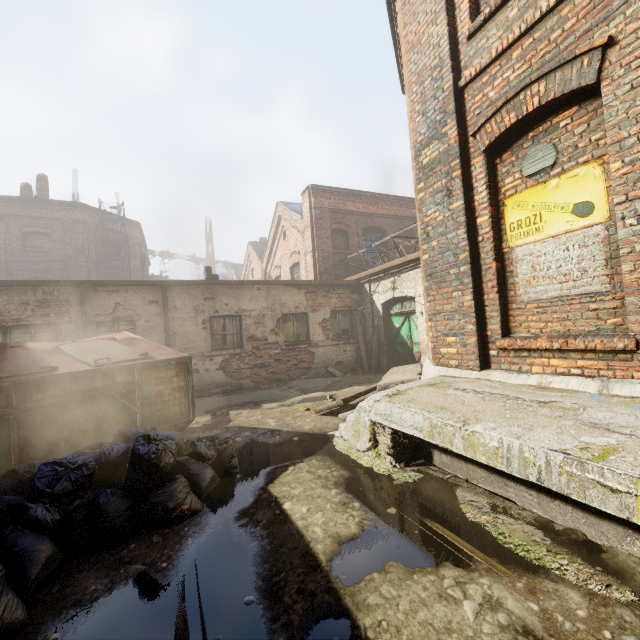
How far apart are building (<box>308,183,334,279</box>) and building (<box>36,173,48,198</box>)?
17.1 meters

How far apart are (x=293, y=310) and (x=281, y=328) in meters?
0.8 m

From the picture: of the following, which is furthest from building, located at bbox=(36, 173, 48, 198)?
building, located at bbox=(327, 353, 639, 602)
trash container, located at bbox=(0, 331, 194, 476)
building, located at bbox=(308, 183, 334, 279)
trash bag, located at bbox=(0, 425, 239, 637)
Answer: building, located at bbox=(327, 353, 639, 602)

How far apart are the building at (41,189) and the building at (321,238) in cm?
1706

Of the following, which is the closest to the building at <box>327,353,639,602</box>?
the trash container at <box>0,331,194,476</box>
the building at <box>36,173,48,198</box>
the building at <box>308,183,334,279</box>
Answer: the trash container at <box>0,331,194,476</box>

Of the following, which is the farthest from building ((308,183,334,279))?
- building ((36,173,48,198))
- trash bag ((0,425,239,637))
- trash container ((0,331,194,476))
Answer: building ((36,173,48,198))

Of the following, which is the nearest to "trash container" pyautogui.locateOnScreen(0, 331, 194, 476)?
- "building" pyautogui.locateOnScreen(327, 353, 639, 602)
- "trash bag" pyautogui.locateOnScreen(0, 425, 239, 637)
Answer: "trash bag" pyautogui.locateOnScreen(0, 425, 239, 637)

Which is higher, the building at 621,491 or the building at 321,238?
the building at 321,238
